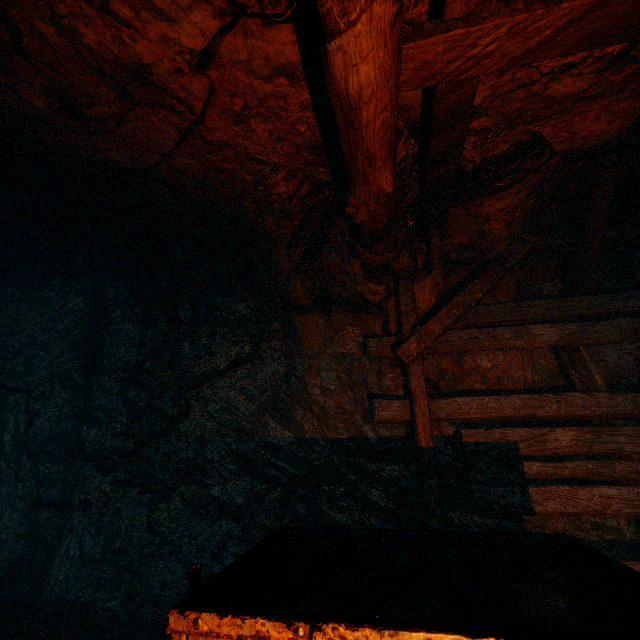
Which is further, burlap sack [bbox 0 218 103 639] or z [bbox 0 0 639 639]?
burlap sack [bbox 0 218 103 639]

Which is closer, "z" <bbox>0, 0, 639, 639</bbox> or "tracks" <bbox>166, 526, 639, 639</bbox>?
"tracks" <bbox>166, 526, 639, 639</bbox>

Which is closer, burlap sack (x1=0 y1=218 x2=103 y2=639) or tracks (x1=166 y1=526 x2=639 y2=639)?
tracks (x1=166 y1=526 x2=639 y2=639)

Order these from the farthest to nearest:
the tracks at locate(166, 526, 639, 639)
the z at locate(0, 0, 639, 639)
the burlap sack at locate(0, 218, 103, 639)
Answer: the burlap sack at locate(0, 218, 103, 639) < the z at locate(0, 0, 639, 639) < the tracks at locate(166, 526, 639, 639)

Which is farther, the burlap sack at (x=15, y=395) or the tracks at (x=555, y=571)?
the burlap sack at (x=15, y=395)

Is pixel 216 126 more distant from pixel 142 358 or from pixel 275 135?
pixel 142 358

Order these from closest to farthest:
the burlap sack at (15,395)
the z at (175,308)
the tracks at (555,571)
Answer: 1. the tracks at (555,571)
2. the z at (175,308)
3. the burlap sack at (15,395)
